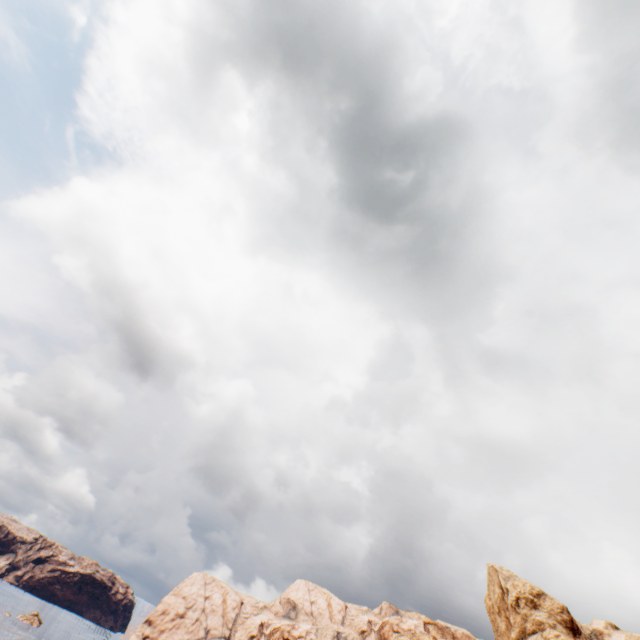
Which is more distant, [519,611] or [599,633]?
[519,611]
